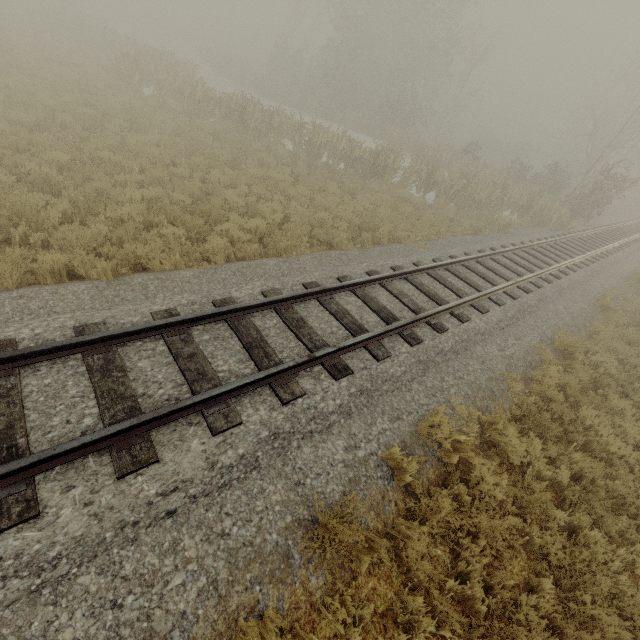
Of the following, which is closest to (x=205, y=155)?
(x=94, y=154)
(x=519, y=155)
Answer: (x=94, y=154)
